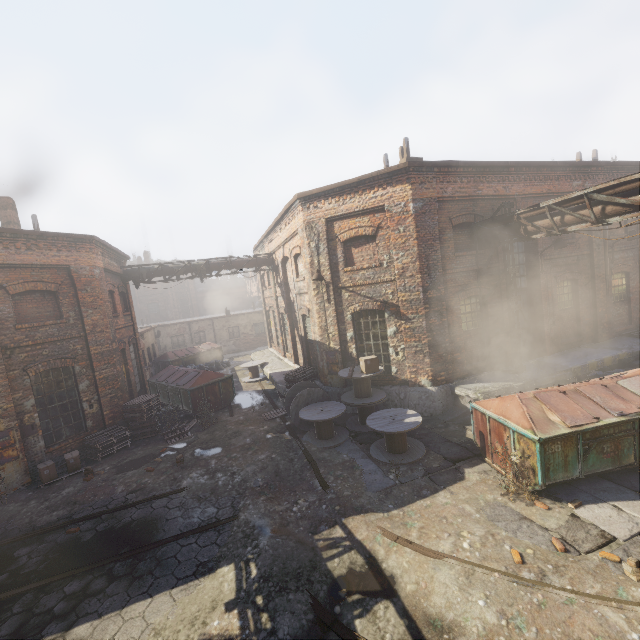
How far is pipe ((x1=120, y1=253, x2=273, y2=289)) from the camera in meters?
16.4

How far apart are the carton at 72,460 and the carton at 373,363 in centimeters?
954cm

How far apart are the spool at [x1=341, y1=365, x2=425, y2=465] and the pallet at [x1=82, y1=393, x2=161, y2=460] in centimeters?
862cm

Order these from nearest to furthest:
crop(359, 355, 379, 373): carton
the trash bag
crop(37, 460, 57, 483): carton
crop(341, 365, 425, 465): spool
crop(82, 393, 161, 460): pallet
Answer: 1. crop(341, 365, 425, 465): spool
2. crop(37, 460, 57, 483): carton
3. crop(359, 355, 379, 373): carton
4. crop(82, 393, 161, 460): pallet
5. the trash bag

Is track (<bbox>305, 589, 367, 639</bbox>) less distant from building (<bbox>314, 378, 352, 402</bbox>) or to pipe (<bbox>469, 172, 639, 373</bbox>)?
pipe (<bbox>469, 172, 639, 373</bbox>)

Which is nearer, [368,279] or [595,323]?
[368,279]

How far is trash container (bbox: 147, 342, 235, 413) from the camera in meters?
→ 14.1

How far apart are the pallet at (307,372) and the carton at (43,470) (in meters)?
7.99
